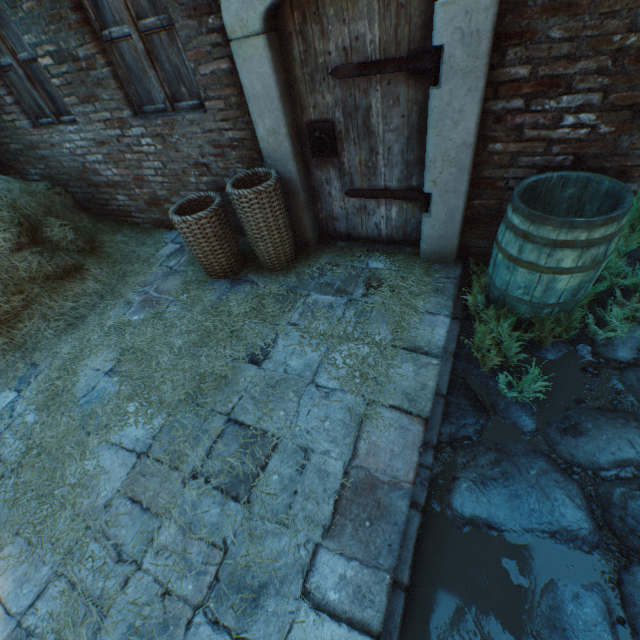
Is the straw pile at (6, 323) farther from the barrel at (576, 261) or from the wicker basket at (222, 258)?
the barrel at (576, 261)

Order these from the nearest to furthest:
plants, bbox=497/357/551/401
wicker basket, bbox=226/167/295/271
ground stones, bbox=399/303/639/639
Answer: ground stones, bbox=399/303/639/639 < plants, bbox=497/357/551/401 < wicker basket, bbox=226/167/295/271

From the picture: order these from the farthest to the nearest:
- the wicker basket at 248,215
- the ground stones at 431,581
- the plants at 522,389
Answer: the wicker basket at 248,215 → the plants at 522,389 → the ground stones at 431,581

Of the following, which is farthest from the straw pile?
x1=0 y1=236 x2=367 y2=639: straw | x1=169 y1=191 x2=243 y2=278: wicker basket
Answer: x1=169 y1=191 x2=243 y2=278: wicker basket

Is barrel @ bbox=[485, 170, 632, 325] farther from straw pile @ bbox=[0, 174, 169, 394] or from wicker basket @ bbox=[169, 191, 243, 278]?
straw pile @ bbox=[0, 174, 169, 394]

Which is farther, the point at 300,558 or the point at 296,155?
the point at 296,155

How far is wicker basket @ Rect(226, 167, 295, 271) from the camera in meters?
2.8 m

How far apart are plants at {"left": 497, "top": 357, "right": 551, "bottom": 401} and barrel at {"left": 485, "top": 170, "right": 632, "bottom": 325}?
0.0m
